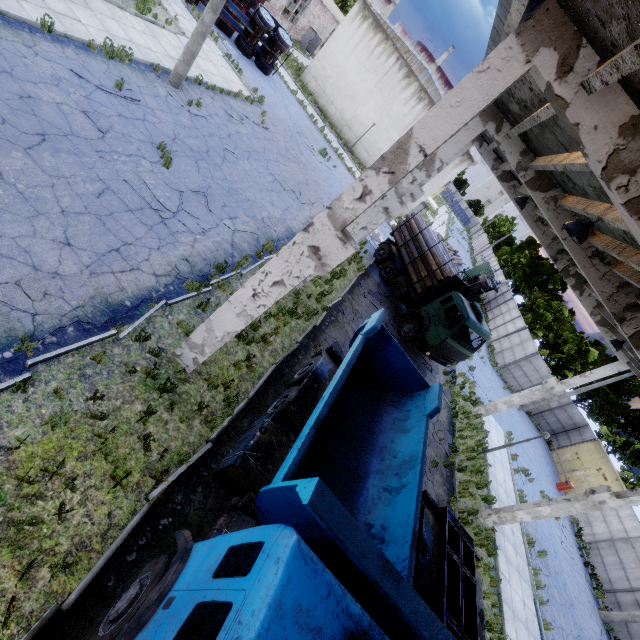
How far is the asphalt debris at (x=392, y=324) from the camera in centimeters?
1680cm

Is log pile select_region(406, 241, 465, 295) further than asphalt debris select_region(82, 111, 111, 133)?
Yes

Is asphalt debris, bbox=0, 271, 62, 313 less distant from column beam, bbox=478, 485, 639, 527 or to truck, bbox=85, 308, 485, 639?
truck, bbox=85, 308, 485, 639

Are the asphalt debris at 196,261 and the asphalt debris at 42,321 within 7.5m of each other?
yes

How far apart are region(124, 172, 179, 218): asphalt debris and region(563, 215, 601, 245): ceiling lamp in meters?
9.2

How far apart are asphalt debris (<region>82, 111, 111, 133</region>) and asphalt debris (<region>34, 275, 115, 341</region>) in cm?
513

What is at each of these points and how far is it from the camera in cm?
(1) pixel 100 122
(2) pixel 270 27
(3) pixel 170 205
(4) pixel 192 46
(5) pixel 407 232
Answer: (1) asphalt debris, 916
(2) truck, 2097
(3) asphalt debris, 944
(4) lamp post, 1222
(5) log pile, 1903

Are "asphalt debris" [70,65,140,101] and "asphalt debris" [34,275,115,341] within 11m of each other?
yes
